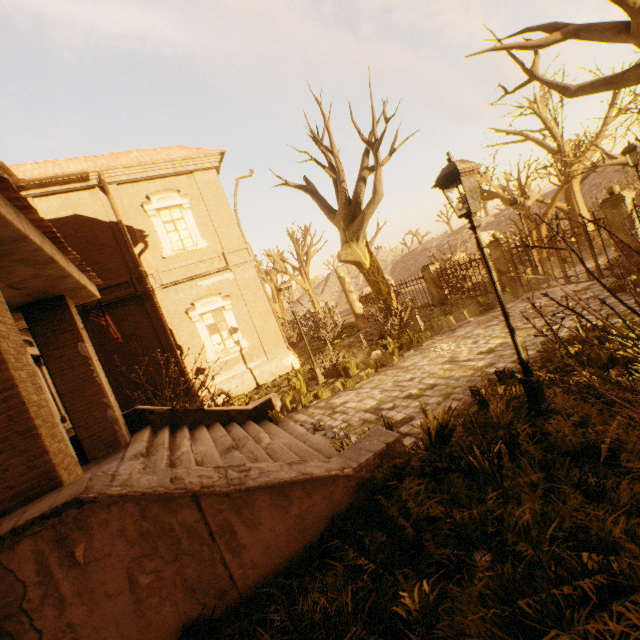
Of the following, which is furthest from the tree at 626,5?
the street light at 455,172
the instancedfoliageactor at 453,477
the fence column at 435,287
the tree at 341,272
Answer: the tree at 341,272

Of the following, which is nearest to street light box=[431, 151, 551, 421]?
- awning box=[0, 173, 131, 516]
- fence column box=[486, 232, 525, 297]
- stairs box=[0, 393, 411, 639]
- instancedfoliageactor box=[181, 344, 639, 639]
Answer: instancedfoliageactor box=[181, 344, 639, 639]

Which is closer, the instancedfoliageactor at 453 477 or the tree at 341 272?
the instancedfoliageactor at 453 477

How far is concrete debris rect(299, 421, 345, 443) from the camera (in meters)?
6.68

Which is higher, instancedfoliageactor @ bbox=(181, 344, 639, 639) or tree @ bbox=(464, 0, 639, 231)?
tree @ bbox=(464, 0, 639, 231)

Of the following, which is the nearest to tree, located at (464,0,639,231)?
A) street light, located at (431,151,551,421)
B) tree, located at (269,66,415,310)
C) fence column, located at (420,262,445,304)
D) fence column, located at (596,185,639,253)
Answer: fence column, located at (596,185,639,253)

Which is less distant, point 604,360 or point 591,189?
point 604,360

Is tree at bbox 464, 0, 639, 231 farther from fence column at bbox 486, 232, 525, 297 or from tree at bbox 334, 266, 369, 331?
tree at bbox 334, 266, 369, 331
